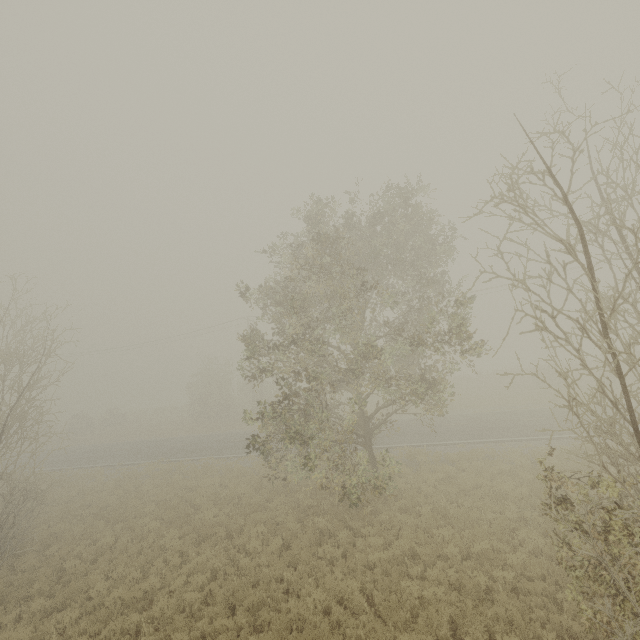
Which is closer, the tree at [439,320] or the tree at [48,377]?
the tree at [439,320]

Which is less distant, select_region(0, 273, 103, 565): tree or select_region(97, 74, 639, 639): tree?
select_region(97, 74, 639, 639): tree

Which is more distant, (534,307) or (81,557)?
(81,557)
